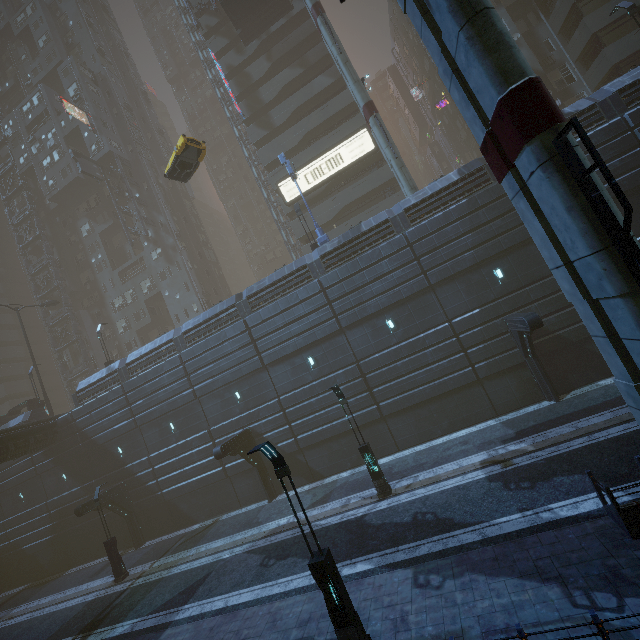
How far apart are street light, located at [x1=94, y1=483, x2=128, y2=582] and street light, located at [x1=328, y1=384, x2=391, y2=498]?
16.7m

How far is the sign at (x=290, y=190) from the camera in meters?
33.1 m

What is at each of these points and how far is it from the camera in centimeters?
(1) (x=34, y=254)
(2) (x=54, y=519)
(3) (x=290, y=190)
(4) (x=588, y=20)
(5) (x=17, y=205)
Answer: (1) building, 4753cm
(2) building, 2728cm
(3) sign, 3331cm
(4) building, 2486cm
(5) building, 4719cm

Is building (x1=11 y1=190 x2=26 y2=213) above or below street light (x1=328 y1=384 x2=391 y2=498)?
above

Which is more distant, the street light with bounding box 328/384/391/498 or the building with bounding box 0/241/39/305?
the building with bounding box 0/241/39/305

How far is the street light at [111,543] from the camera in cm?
1930

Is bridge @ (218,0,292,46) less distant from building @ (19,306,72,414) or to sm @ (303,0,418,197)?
sm @ (303,0,418,197)

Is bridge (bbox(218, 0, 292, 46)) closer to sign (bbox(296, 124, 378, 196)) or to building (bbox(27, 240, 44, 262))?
building (bbox(27, 240, 44, 262))
